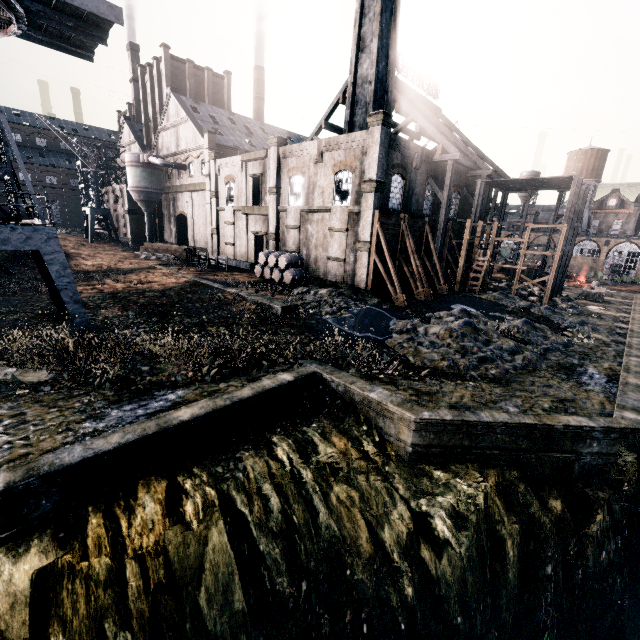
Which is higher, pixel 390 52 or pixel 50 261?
pixel 390 52

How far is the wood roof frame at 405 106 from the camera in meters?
29.1 m

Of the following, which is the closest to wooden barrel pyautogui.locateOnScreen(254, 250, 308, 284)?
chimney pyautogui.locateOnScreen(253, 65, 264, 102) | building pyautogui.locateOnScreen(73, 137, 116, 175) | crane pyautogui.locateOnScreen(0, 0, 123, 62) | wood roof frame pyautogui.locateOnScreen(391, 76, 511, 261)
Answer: building pyautogui.locateOnScreen(73, 137, 116, 175)

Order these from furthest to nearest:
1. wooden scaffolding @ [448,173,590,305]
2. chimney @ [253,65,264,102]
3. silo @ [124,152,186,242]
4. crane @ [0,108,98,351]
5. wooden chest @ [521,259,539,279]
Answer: chimney @ [253,65,264,102], silo @ [124,152,186,242], wooden chest @ [521,259,539,279], wooden scaffolding @ [448,173,590,305], crane @ [0,108,98,351]

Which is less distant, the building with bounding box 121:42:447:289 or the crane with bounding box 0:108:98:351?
the crane with bounding box 0:108:98:351

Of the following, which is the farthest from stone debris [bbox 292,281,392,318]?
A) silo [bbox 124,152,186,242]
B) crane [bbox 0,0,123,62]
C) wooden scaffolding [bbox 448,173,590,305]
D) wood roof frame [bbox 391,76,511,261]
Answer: silo [bbox 124,152,186,242]

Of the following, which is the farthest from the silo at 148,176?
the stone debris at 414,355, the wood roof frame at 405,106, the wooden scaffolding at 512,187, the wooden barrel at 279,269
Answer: the stone debris at 414,355

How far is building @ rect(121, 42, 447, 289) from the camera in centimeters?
2591cm
